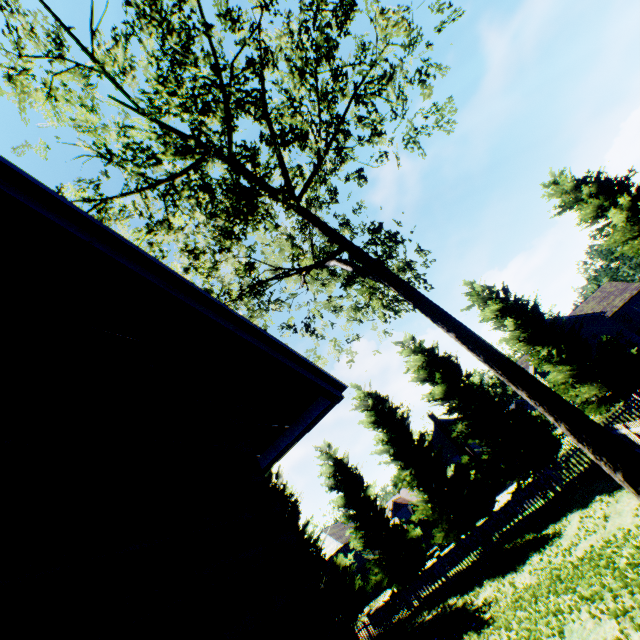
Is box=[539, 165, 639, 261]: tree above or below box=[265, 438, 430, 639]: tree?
above

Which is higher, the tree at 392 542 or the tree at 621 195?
the tree at 621 195

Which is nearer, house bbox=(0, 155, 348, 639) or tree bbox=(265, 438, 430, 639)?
house bbox=(0, 155, 348, 639)

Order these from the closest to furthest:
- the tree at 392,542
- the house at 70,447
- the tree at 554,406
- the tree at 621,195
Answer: the house at 70,447 → the tree at 554,406 → the tree at 392,542 → the tree at 621,195

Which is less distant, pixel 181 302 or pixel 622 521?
pixel 181 302

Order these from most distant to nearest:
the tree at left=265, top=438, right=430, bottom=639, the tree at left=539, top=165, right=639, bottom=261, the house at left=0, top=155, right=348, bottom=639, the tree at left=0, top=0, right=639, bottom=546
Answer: the tree at left=539, top=165, right=639, bottom=261, the tree at left=265, top=438, right=430, bottom=639, the tree at left=0, top=0, right=639, bottom=546, the house at left=0, top=155, right=348, bottom=639

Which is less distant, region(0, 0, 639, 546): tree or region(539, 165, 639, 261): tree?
region(0, 0, 639, 546): tree
